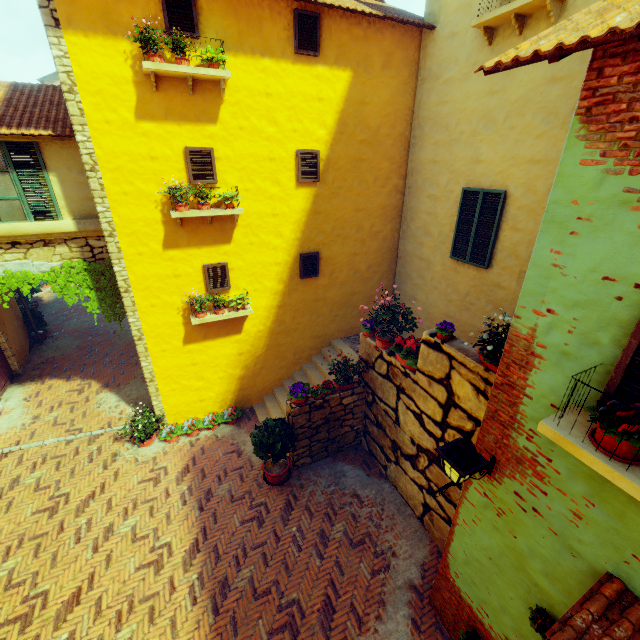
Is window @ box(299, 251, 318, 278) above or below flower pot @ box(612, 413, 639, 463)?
below

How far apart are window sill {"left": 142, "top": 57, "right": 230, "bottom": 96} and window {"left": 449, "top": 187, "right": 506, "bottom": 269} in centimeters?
543cm

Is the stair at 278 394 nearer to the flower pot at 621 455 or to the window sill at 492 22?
the flower pot at 621 455

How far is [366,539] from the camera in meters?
6.6 m

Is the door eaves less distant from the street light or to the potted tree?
the street light

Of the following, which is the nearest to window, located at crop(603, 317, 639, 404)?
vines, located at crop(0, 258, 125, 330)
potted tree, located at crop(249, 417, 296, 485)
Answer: vines, located at crop(0, 258, 125, 330)

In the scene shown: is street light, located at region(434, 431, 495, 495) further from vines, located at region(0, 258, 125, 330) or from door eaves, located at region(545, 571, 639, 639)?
vines, located at region(0, 258, 125, 330)

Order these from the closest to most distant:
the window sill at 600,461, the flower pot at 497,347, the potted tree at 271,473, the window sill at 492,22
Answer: the window sill at 600,461 < the flower pot at 497,347 < the window sill at 492,22 < the potted tree at 271,473
